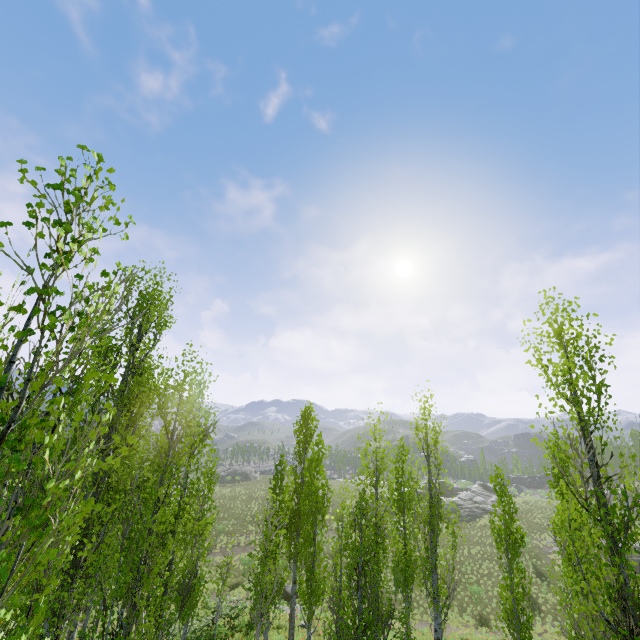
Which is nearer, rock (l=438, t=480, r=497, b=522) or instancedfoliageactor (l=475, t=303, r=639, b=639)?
instancedfoliageactor (l=475, t=303, r=639, b=639)

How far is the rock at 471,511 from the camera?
44.6 meters

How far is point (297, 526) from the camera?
17.4m

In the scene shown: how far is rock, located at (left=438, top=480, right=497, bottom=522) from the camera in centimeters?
4462cm

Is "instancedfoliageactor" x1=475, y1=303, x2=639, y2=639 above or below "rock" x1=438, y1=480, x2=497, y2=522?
above

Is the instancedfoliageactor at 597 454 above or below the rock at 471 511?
above

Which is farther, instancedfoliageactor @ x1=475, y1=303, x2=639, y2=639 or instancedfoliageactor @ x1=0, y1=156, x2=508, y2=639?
instancedfoliageactor @ x1=475, y1=303, x2=639, y2=639
